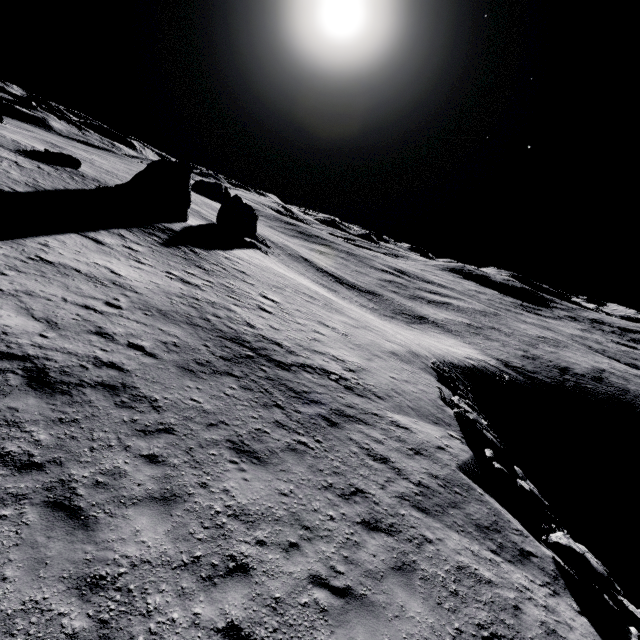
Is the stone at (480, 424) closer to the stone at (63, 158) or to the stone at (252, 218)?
the stone at (252, 218)

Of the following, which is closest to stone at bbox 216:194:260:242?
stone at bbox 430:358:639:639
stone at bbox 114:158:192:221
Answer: stone at bbox 114:158:192:221

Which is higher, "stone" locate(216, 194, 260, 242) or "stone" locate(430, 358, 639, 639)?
"stone" locate(216, 194, 260, 242)

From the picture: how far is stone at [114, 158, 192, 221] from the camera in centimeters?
3444cm

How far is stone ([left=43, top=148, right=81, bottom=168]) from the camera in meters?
35.3

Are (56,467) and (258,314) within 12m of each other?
no

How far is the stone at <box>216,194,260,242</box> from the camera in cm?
4619

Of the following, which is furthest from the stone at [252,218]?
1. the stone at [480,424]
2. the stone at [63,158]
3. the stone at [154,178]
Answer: the stone at [480,424]
